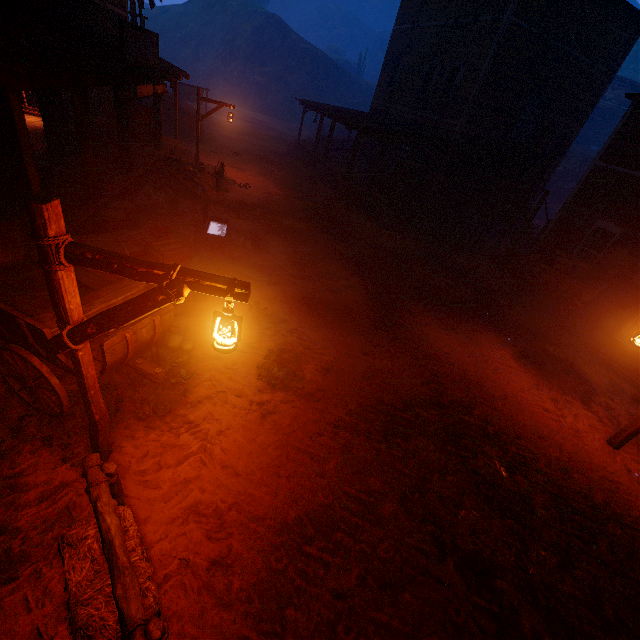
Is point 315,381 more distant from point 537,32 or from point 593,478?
point 537,32

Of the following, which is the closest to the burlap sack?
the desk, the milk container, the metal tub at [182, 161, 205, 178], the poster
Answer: the milk container

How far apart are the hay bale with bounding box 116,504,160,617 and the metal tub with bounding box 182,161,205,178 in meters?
14.1

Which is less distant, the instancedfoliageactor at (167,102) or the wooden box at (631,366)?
the wooden box at (631,366)

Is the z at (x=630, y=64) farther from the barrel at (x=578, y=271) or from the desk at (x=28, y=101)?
the desk at (x=28, y=101)

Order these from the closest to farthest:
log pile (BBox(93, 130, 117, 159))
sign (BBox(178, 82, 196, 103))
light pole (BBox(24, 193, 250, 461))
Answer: light pole (BBox(24, 193, 250, 461)) < log pile (BBox(93, 130, 117, 159)) < sign (BBox(178, 82, 196, 103))

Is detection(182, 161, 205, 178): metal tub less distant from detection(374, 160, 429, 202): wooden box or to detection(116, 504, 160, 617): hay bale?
detection(374, 160, 429, 202): wooden box

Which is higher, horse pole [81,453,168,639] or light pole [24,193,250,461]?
light pole [24,193,250,461]
